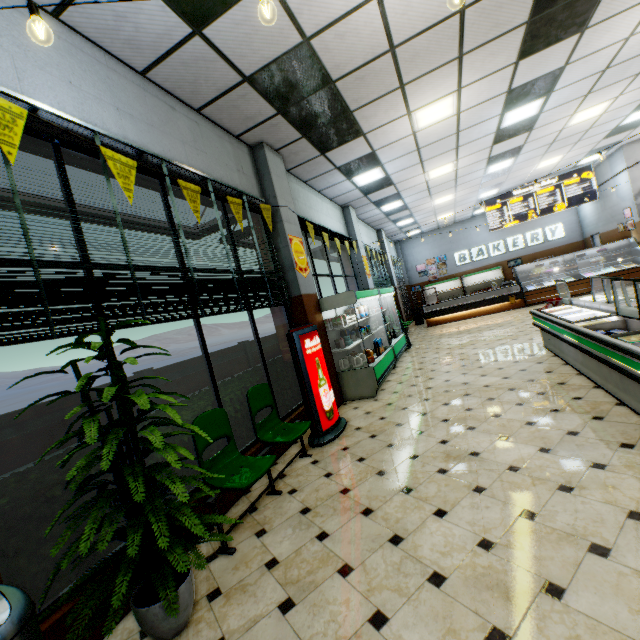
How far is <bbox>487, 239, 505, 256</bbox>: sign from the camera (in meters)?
17.81

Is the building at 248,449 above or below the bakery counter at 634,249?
below

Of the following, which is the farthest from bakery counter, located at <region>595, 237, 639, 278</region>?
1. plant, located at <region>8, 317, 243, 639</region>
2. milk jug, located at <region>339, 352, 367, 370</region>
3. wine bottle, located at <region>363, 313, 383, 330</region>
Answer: plant, located at <region>8, 317, 243, 639</region>

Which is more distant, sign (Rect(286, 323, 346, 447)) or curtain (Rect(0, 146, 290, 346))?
sign (Rect(286, 323, 346, 447))

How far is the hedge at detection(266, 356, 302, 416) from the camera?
5.2 meters

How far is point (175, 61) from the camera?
3.65m

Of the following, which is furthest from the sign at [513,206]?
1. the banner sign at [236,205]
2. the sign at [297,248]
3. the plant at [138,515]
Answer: the plant at [138,515]

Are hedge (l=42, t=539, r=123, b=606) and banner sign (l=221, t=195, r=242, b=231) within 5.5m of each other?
yes
